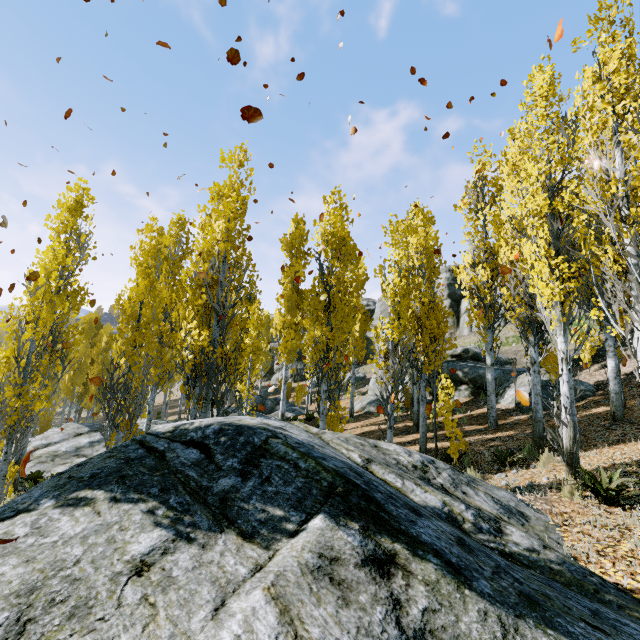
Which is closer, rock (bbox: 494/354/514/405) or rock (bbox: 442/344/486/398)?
rock (bbox: 494/354/514/405)

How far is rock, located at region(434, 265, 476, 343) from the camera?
34.6m

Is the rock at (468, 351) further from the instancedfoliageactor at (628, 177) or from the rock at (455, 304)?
the rock at (455, 304)

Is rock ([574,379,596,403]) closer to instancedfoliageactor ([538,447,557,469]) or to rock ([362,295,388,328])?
instancedfoliageactor ([538,447,557,469])

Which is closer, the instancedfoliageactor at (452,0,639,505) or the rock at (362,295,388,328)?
the instancedfoliageactor at (452,0,639,505)

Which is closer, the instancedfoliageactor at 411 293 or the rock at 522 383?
the instancedfoliageactor at 411 293

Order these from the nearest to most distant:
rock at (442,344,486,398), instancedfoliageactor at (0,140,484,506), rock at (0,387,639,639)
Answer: rock at (0,387,639,639) → instancedfoliageactor at (0,140,484,506) → rock at (442,344,486,398)

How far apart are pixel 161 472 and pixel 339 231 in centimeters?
1028cm
